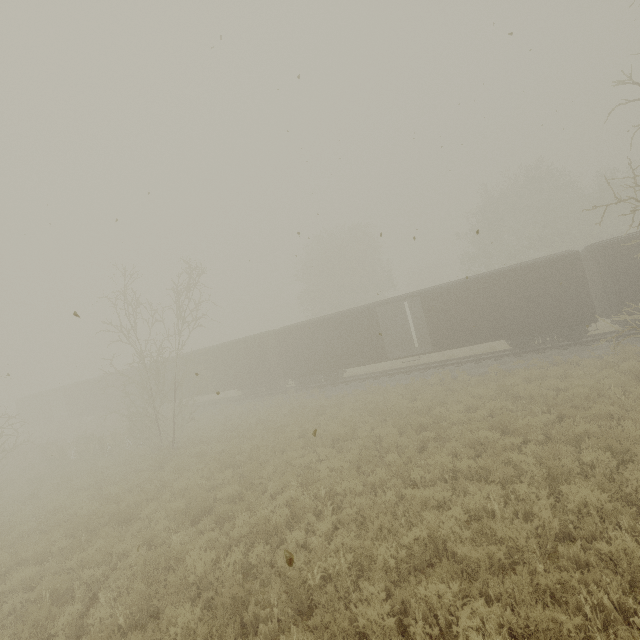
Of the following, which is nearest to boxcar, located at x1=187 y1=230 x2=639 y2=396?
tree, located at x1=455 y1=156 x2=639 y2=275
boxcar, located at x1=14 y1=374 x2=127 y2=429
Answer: boxcar, located at x1=14 y1=374 x2=127 y2=429

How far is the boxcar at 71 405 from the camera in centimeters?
3206cm

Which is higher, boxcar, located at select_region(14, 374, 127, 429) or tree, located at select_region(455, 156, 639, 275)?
tree, located at select_region(455, 156, 639, 275)

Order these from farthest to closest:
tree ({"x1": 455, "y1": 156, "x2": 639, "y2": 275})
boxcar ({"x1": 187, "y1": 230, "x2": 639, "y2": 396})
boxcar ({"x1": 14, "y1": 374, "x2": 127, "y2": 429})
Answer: boxcar ({"x1": 14, "y1": 374, "x2": 127, "y2": 429}) → tree ({"x1": 455, "y1": 156, "x2": 639, "y2": 275}) → boxcar ({"x1": 187, "y1": 230, "x2": 639, "y2": 396})

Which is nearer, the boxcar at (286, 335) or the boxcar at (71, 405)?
the boxcar at (286, 335)

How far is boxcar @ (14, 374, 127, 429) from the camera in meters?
32.1

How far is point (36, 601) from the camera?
6.8 meters

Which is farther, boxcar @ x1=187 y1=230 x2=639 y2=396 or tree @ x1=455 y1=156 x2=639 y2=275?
tree @ x1=455 y1=156 x2=639 y2=275
